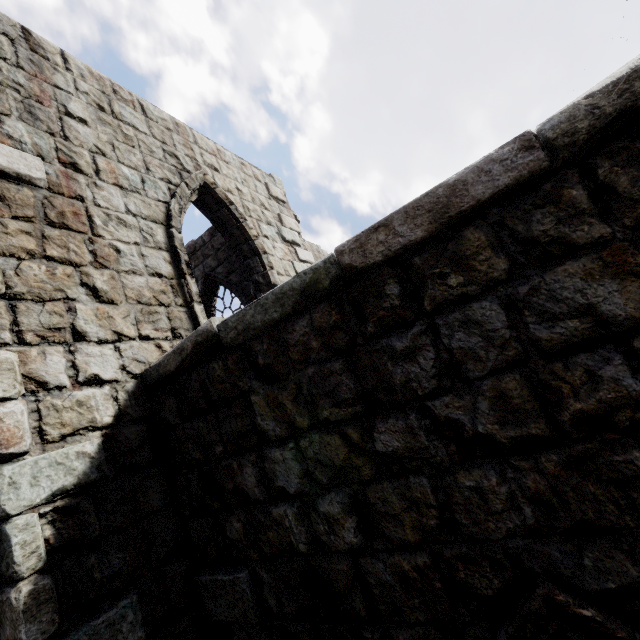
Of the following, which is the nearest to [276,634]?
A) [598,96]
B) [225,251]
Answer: [598,96]
